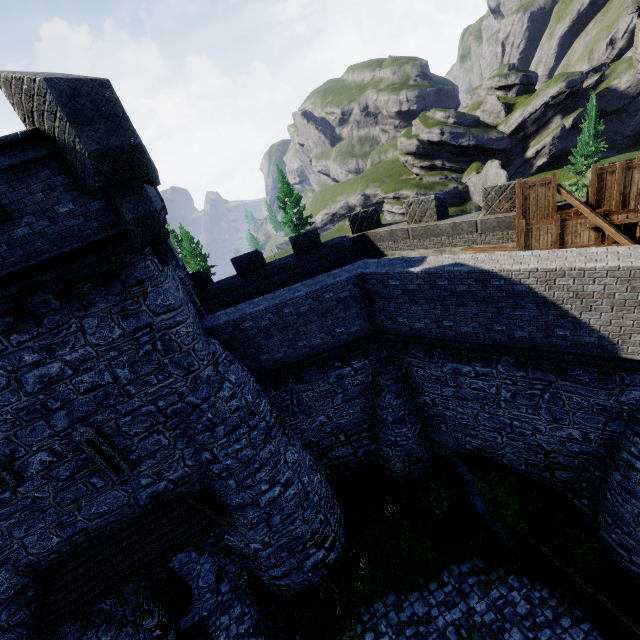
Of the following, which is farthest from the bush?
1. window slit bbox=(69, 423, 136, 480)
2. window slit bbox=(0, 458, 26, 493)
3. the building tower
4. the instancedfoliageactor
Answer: the instancedfoliageactor

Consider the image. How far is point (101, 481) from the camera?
9.39m

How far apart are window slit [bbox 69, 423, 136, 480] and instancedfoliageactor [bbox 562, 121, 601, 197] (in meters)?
51.66

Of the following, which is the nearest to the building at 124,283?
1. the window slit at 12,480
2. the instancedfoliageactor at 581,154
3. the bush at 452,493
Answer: the window slit at 12,480

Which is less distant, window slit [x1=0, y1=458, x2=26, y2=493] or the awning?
window slit [x1=0, y1=458, x2=26, y2=493]

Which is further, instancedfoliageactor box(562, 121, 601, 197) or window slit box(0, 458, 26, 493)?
instancedfoliageactor box(562, 121, 601, 197)

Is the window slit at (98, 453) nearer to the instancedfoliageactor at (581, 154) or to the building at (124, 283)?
the building at (124, 283)

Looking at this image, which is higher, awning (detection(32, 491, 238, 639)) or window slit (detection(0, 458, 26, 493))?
window slit (detection(0, 458, 26, 493))
